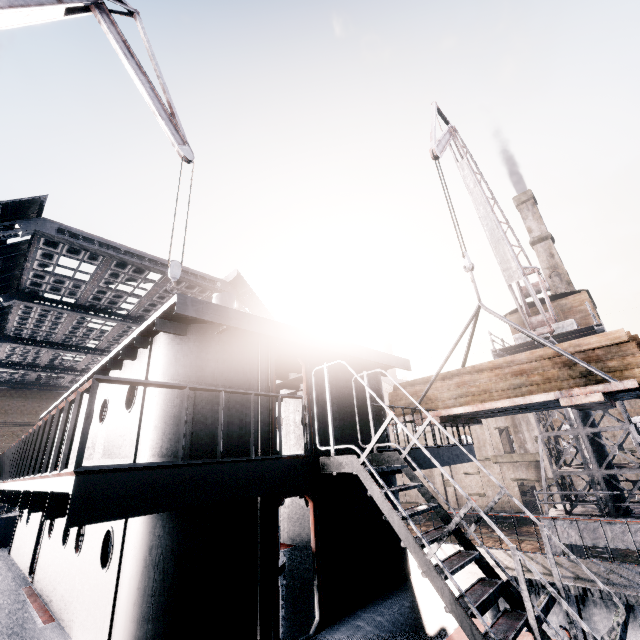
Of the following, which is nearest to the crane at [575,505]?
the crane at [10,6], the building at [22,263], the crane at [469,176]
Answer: the crane at [469,176]

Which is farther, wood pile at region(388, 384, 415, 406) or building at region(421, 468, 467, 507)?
building at region(421, 468, 467, 507)

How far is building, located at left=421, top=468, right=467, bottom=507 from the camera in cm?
4266

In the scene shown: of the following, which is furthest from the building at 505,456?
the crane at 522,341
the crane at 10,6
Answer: the crane at 522,341

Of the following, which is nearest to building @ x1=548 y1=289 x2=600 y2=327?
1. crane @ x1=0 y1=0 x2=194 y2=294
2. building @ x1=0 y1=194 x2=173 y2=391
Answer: building @ x1=0 y1=194 x2=173 y2=391

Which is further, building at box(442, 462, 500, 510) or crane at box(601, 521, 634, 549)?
building at box(442, 462, 500, 510)

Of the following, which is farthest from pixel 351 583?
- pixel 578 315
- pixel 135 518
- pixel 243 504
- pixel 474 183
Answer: pixel 578 315

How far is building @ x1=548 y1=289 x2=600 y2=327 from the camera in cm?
2084
